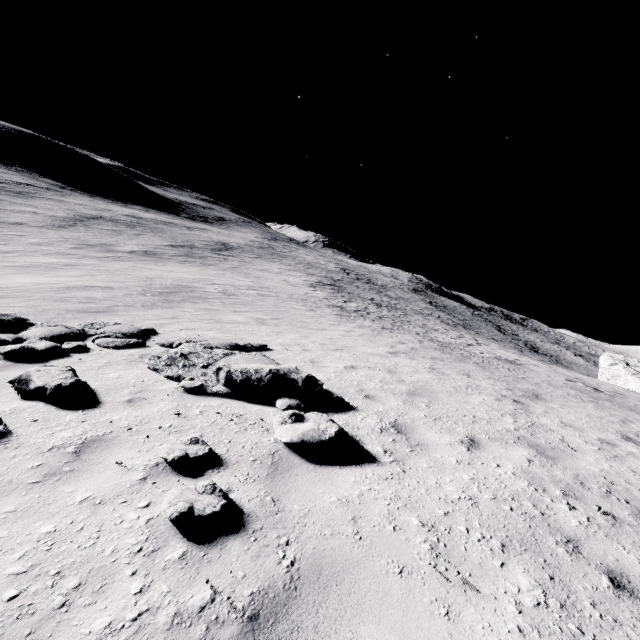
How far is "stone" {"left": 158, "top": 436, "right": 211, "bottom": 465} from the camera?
3.4m

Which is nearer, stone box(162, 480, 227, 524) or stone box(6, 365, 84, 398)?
stone box(162, 480, 227, 524)

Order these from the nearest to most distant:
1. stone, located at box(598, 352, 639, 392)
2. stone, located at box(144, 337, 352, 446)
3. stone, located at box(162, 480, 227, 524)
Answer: stone, located at box(162, 480, 227, 524) → stone, located at box(144, 337, 352, 446) → stone, located at box(598, 352, 639, 392)

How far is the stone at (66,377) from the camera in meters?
4.7 m

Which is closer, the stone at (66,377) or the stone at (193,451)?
the stone at (193,451)

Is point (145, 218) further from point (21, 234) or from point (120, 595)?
point (120, 595)

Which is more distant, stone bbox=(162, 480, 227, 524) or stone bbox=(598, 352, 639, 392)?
stone bbox=(598, 352, 639, 392)

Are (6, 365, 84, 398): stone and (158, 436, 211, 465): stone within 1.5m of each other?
no
